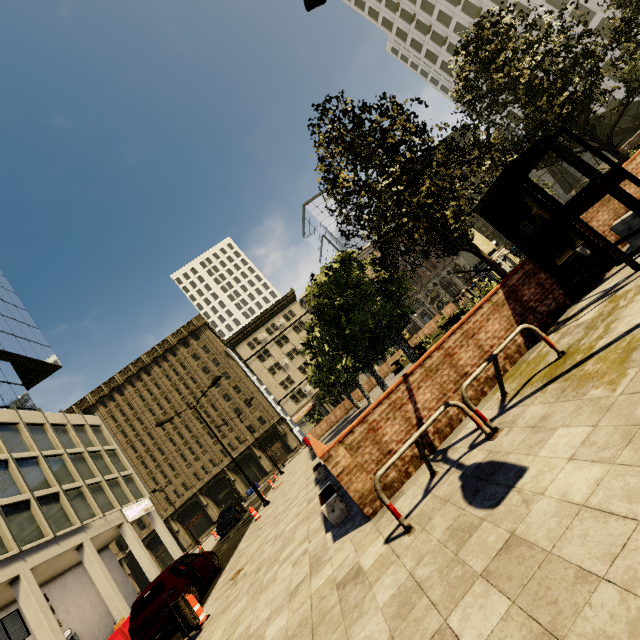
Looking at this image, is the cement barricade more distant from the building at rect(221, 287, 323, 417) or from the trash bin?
the trash bin

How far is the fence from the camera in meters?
21.5

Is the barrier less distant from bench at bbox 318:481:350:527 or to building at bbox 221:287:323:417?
bench at bbox 318:481:350:527

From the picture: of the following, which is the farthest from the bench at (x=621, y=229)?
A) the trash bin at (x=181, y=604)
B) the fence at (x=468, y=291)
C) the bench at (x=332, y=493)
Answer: the fence at (x=468, y=291)

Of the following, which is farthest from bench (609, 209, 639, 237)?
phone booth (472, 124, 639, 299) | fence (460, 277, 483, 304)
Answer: fence (460, 277, 483, 304)

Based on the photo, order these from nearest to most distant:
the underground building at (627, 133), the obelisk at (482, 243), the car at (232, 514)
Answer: the obelisk at (482, 243) < the car at (232, 514) < the underground building at (627, 133)

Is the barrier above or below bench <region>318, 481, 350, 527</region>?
below

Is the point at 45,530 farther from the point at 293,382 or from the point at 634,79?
the point at 293,382
